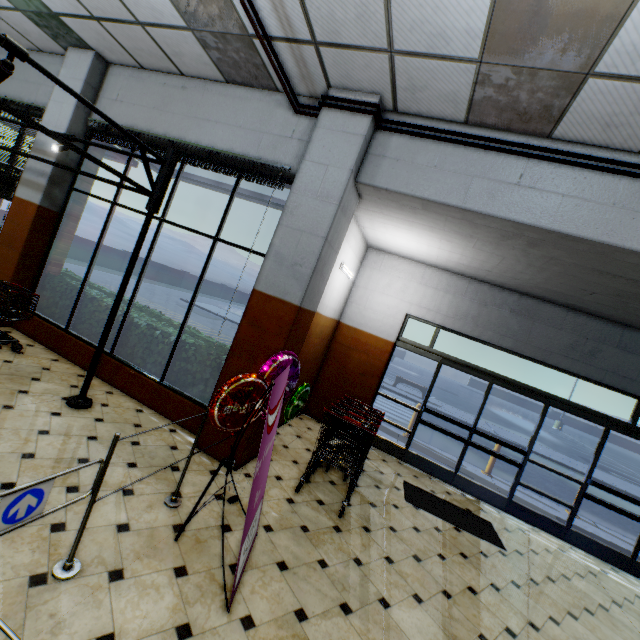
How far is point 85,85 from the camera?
5.5 meters

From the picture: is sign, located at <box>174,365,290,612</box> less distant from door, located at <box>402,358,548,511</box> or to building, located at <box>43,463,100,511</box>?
building, located at <box>43,463,100,511</box>

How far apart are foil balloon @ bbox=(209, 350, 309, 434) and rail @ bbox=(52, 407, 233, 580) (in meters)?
0.19

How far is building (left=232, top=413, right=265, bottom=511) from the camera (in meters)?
3.71

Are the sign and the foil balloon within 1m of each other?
yes

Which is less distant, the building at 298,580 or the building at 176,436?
the building at 298,580

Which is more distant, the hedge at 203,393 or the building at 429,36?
the hedge at 203,393

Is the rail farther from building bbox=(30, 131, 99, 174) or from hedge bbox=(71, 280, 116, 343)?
hedge bbox=(71, 280, 116, 343)
